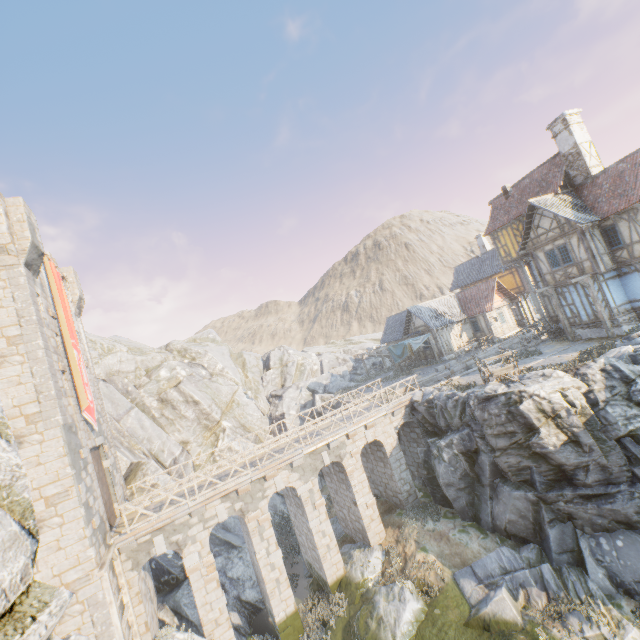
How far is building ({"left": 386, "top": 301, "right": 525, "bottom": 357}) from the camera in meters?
33.2

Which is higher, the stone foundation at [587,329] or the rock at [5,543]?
the rock at [5,543]

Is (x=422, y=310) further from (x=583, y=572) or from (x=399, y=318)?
(x=583, y=572)

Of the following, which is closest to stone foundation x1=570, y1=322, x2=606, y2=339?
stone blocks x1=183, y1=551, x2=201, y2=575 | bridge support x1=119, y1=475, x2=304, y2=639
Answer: bridge support x1=119, y1=475, x2=304, y2=639

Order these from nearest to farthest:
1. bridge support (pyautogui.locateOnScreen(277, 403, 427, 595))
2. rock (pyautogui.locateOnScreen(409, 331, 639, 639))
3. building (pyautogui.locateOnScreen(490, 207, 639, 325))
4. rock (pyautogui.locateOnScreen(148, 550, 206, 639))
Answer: rock (pyautogui.locateOnScreen(409, 331, 639, 639)) → rock (pyautogui.locateOnScreen(148, 550, 206, 639)) → bridge support (pyautogui.locateOnScreen(277, 403, 427, 595)) → building (pyautogui.locateOnScreen(490, 207, 639, 325))

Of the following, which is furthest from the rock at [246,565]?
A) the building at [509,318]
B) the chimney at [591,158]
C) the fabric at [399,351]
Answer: the chimney at [591,158]

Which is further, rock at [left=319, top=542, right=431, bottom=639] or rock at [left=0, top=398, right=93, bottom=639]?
rock at [left=319, top=542, right=431, bottom=639]

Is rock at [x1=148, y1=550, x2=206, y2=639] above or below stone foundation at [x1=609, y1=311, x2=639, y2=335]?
below
